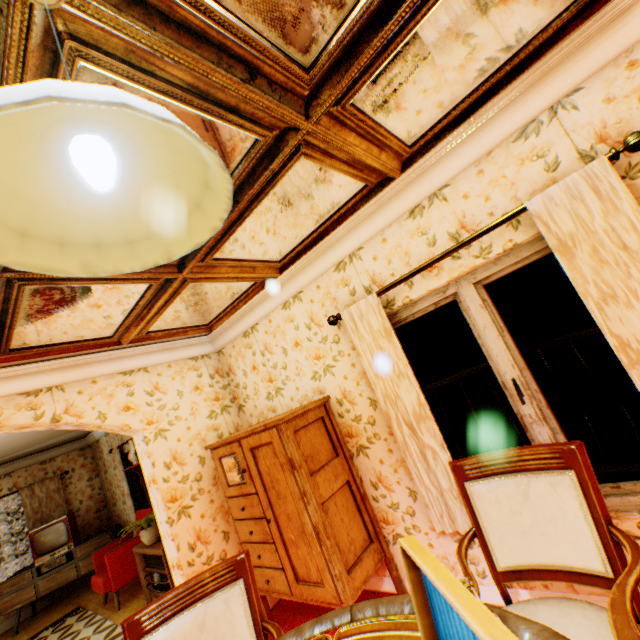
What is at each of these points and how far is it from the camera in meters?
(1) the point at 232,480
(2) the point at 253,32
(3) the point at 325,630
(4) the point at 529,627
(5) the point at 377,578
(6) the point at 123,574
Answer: (1) cabinet, 3.2
(2) mirror, 1.1
(3) table, 1.2
(4) table, 0.9
(5) building, 3.0
(6) chair, 5.3

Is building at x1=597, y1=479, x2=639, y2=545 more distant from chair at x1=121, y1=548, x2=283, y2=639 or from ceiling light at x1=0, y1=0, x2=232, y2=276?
ceiling light at x1=0, y1=0, x2=232, y2=276

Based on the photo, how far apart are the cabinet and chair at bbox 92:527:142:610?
3.68m

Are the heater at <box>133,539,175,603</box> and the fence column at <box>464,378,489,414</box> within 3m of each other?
no

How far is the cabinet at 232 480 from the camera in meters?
2.6 m

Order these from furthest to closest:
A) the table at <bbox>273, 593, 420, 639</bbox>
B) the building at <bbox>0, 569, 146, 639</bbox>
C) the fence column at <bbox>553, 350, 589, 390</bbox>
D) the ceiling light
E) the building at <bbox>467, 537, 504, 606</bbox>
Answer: the fence column at <bbox>553, 350, 589, 390</bbox> → the building at <bbox>0, 569, 146, 639</bbox> → the building at <bbox>467, 537, 504, 606</bbox> → the table at <bbox>273, 593, 420, 639</bbox> → the ceiling light

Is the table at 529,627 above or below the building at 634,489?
above

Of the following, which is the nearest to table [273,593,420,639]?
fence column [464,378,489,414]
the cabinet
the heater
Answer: the cabinet
